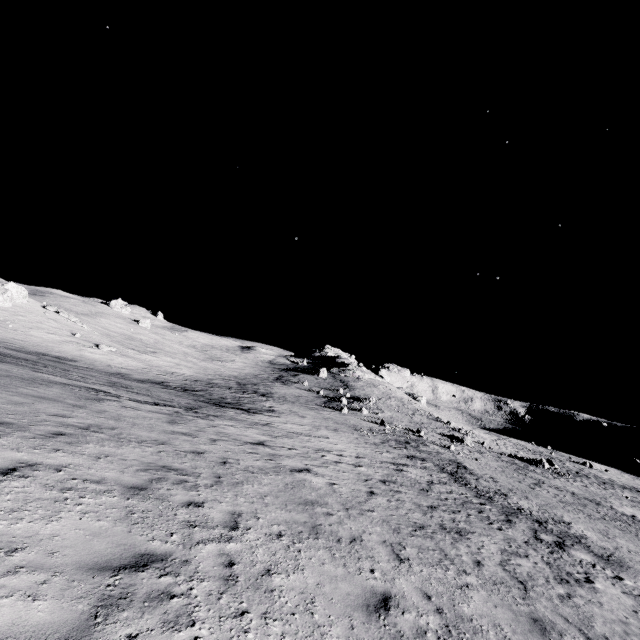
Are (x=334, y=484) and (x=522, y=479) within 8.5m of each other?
no
